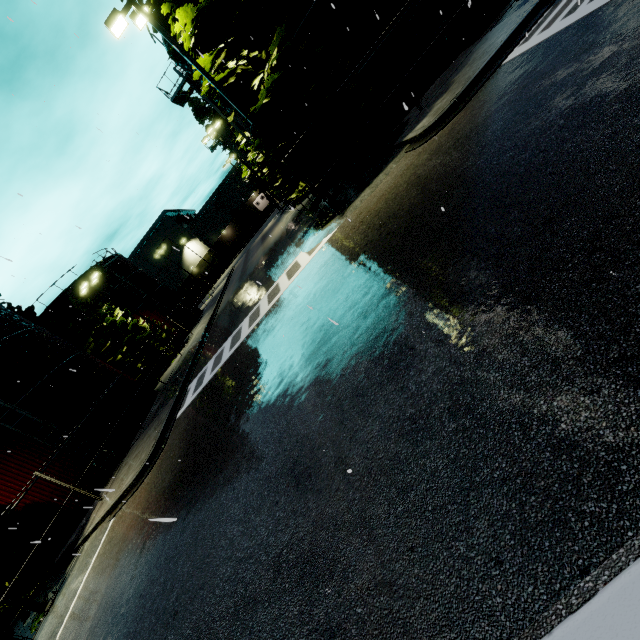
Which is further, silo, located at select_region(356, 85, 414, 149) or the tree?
silo, located at select_region(356, 85, 414, 149)

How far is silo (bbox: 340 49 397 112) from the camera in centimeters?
1463cm

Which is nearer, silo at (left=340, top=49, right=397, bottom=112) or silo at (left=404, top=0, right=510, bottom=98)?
silo at (left=404, top=0, right=510, bottom=98)

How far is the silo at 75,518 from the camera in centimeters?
1488cm

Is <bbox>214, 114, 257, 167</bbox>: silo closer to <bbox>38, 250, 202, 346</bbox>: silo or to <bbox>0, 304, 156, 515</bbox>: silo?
<bbox>0, 304, 156, 515</bbox>: silo

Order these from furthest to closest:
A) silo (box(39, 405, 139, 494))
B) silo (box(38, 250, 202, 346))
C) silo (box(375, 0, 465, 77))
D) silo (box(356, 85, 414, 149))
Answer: silo (box(38, 250, 202, 346)), silo (box(39, 405, 139, 494)), silo (box(356, 85, 414, 149)), silo (box(375, 0, 465, 77))

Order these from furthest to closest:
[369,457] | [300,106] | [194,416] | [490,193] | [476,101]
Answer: [300,106]
[194,416]
[476,101]
[490,193]
[369,457]

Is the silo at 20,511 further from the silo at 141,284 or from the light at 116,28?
the light at 116,28
